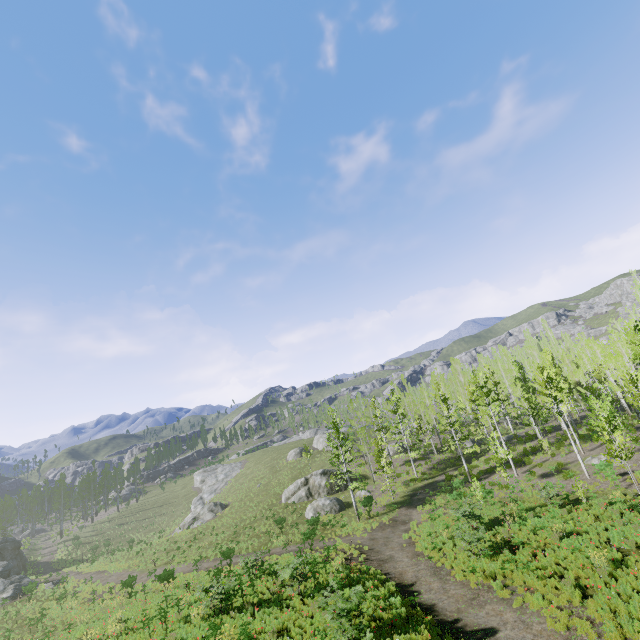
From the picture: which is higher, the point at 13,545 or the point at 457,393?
the point at 457,393

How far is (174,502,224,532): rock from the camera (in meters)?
44.81

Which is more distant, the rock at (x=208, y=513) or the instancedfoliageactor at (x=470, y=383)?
the rock at (x=208, y=513)

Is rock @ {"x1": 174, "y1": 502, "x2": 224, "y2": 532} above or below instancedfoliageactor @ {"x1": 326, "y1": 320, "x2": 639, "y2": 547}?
below

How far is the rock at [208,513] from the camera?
44.8 meters

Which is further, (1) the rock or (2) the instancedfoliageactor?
(1) the rock
